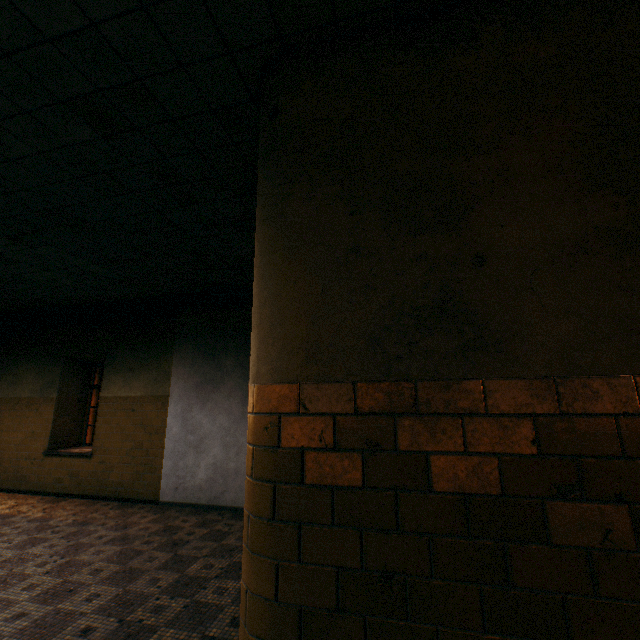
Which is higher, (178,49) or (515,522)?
(178,49)
